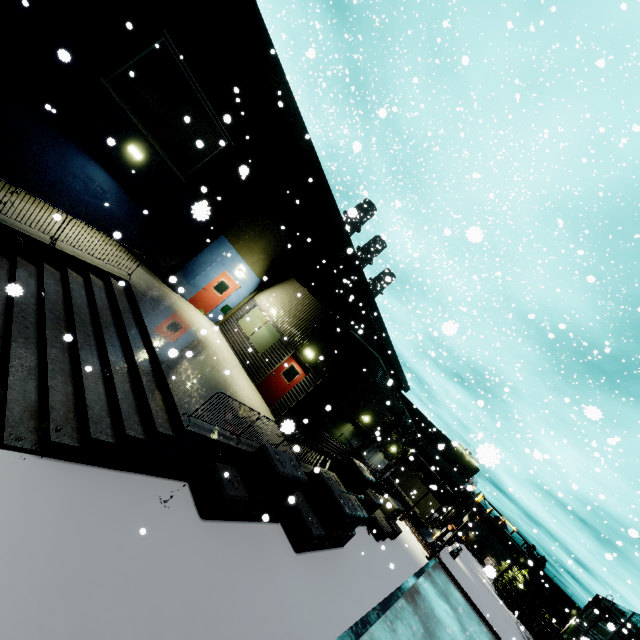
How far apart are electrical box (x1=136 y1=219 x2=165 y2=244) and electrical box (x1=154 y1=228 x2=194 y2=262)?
0.41m

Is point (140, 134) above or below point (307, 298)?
below

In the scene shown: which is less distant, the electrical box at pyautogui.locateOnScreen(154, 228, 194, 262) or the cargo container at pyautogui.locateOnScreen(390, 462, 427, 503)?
the electrical box at pyautogui.locateOnScreen(154, 228, 194, 262)

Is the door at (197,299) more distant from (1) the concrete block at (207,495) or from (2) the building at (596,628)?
(1) the concrete block at (207,495)

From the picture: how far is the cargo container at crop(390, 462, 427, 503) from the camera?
38.5 meters

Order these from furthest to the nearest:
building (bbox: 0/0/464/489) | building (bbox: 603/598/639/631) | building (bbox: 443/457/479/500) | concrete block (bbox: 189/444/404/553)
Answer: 1. building (bbox: 603/598/639/631)
2. building (bbox: 443/457/479/500)
3. concrete block (bbox: 189/444/404/553)
4. building (bbox: 0/0/464/489)

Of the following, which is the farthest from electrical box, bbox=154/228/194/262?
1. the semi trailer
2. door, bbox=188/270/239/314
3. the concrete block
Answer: the semi trailer

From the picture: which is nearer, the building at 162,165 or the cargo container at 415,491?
the building at 162,165
